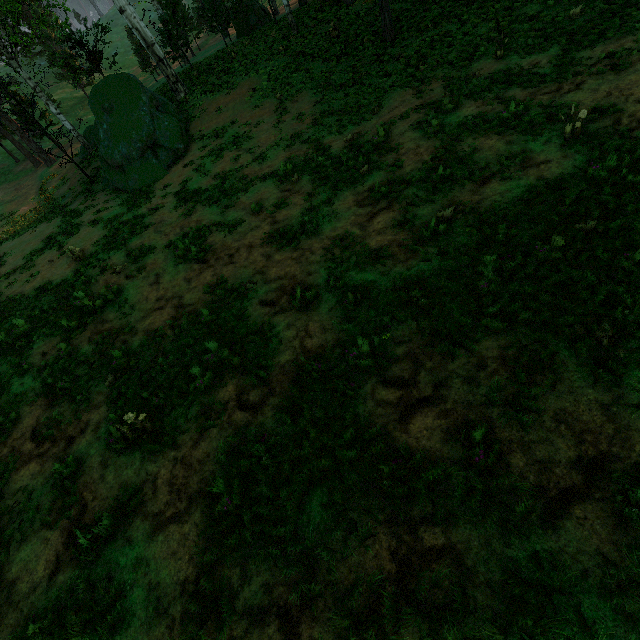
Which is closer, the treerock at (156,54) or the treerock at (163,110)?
the treerock at (163,110)

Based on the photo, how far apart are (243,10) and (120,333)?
35.8m

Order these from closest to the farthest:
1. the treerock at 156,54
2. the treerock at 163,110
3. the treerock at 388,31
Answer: the treerock at 388,31 < the treerock at 163,110 < the treerock at 156,54

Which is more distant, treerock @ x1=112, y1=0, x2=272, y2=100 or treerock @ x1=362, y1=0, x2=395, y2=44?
treerock @ x1=112, y1=0, x2=272, y2=100

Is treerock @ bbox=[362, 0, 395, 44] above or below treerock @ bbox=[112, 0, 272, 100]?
below

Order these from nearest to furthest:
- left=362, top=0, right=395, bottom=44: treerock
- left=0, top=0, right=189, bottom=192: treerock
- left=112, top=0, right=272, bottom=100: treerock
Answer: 1. left=362, top=0, right=395, bottom=44: treerock
2. left=0, top=0, right=189, bottom=192: treerock
3. left=112, top=0, right=272, bottom=100: treerock
